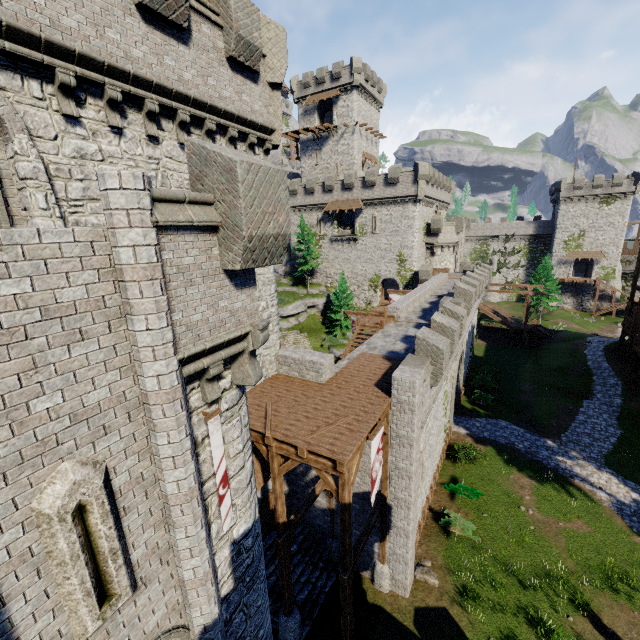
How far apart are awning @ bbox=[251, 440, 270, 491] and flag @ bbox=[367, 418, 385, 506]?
4.49m

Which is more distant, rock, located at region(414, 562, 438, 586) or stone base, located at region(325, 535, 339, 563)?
stone base, located at region(325, 535, 339, 563)

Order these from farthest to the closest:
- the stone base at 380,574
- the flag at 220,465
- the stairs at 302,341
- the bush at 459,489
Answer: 1. the stairs at 302,341
2. the bush at 459,489
3. the stone base at 380,574
4. the flag at 220,465

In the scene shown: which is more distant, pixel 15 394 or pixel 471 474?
pixel 471 474

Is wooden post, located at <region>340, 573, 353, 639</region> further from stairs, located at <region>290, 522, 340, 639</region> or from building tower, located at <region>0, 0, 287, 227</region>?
building tower, located at <region>0, 0, 287, 227</region>

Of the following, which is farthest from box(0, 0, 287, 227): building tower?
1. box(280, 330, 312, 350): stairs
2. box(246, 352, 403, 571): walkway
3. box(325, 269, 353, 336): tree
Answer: box(325, 269, 353, 336): tree

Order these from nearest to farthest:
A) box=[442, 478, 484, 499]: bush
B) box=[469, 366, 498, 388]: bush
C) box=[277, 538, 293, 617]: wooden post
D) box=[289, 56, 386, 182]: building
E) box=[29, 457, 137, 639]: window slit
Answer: box=[29, 457, 137, 639]: window slit, box=[277, 538, 293, 617]: wooden post, box=[442, 478, 484, 499]: bush, box=[469, 366, 498, 388]: bush, box=[289, 56, 386, 182]: building

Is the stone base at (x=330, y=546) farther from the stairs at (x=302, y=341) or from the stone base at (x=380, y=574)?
the stairs at (x=302, y=341)
